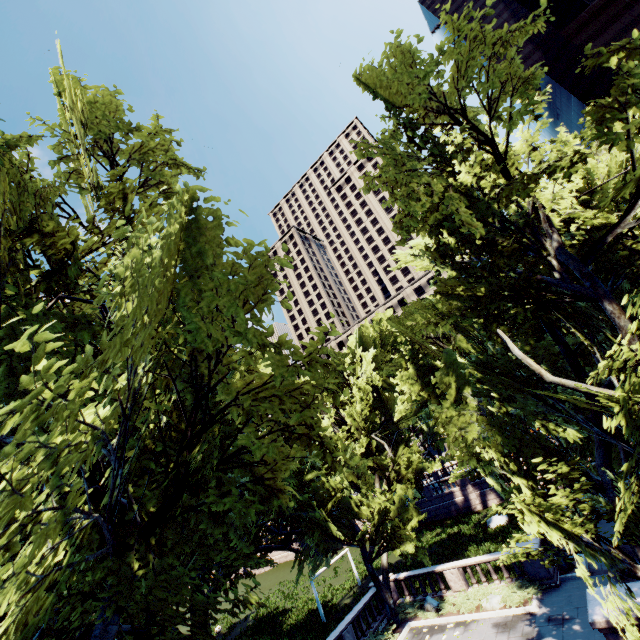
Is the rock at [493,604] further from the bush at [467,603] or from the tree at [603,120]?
the tree at [603,120]

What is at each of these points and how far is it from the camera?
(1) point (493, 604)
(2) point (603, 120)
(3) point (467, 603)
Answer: (1) rock, 17.3 meters
(2) tree, 8.2 meters
(3) bush, 18.1 meters

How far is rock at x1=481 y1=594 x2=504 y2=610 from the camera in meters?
17.2

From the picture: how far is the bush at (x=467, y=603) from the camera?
16.8m

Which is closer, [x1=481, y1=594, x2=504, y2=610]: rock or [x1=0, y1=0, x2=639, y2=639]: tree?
[x1=0, y1=0, x2=639, y2=639]: tree

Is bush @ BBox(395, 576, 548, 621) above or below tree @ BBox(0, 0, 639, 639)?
below

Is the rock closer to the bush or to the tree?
the bush
